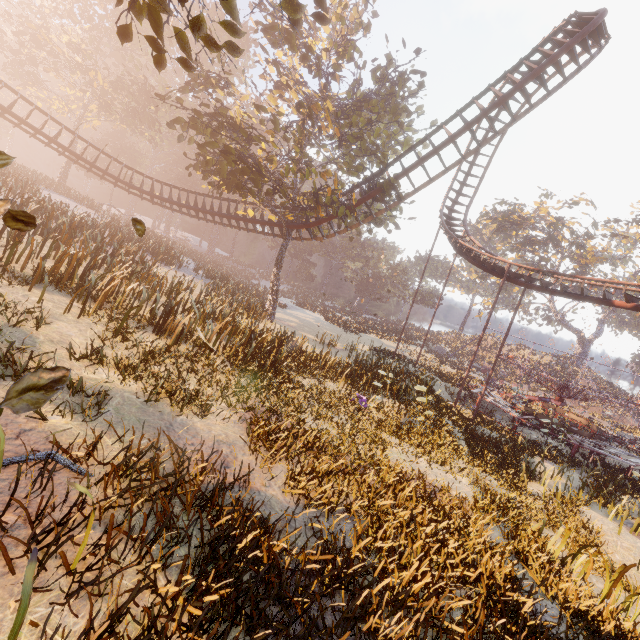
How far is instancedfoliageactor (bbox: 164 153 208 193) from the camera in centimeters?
5482cm

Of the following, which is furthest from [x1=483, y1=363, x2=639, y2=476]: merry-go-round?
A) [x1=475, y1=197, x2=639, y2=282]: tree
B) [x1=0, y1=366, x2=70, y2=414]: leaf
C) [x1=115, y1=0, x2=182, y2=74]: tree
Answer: [x1=0, y1=366, x2=70, y2=414]: leaf

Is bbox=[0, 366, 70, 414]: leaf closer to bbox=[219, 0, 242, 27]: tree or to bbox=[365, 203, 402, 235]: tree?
bbox=[219, 0, 242, 27]: tree

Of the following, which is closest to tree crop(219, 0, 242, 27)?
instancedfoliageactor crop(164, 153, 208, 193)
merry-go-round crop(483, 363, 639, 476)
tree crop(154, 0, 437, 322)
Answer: tree crop(154, 0, 437, 322)

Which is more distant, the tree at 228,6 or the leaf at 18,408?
the tree at 228,6

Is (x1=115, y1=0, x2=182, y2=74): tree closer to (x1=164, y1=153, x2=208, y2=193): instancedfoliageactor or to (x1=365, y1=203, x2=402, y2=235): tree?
(x1=365, y1=203, x2=402, y2=235): tree

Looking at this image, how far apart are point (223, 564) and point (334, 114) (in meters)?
21.39

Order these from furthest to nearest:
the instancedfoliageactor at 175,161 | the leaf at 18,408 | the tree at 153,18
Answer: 1. the instancedfoliageactor at 175,161
2. the tree at 153,18
3. the leaf at 18,408
